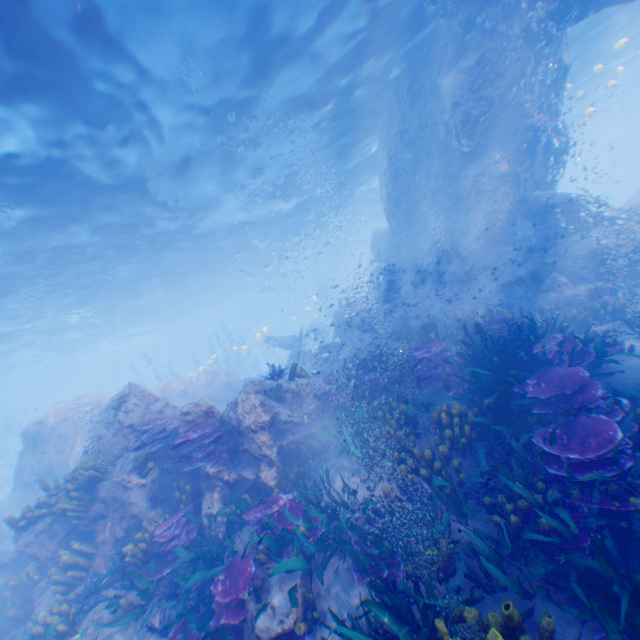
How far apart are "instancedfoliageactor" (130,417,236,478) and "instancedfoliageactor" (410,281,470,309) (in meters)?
10.86

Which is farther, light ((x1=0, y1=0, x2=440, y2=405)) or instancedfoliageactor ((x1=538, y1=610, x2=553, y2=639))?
light ((x1=0, y1=0, x2=440, y2=405))

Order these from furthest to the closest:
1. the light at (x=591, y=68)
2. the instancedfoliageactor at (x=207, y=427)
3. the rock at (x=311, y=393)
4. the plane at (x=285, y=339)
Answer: the plane at (x=285, y=339)
the light at (x=591, y=68)
the rock at (x=311, y=393)
the instancedfoliageactor at (x=207, y=427)

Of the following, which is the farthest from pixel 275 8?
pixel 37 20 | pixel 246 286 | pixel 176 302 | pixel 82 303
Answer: pixel 246 286

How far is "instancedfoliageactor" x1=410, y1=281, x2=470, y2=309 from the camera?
15.2 meters

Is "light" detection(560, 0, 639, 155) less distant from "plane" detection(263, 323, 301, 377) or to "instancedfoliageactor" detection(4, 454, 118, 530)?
"plane" detection(263, 323, 301, 377)

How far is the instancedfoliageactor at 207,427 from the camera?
7.5m

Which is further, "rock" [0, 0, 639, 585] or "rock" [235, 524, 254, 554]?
"rock" [0, 0, 639, 585]
